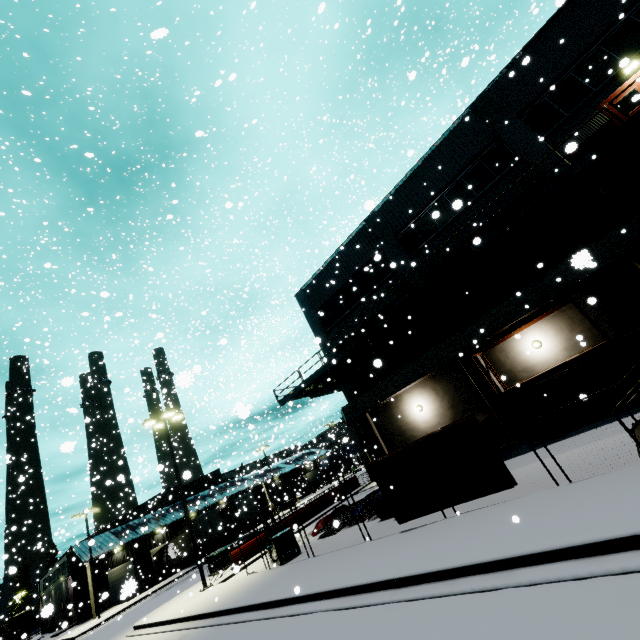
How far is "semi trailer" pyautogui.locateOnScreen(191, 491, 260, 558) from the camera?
34.69m

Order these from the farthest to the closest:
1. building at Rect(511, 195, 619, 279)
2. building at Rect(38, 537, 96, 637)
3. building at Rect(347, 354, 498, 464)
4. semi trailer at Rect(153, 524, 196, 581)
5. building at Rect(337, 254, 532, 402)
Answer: semi trailer at Rect(153, 524, 196, 581), building at Rect(38, 537, 96, 637), building at Rect(347, 354, 498, 464), building at Rect(337, 254, 532, 402), building at Rect(511, 195, 619, 279)

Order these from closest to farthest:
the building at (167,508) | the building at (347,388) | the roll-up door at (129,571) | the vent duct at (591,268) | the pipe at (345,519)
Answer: the roll-up door at (129,571) → the vent duct at (591,268) → the pipe at (345,519) → the building at (347,388) → the building at (167,508)

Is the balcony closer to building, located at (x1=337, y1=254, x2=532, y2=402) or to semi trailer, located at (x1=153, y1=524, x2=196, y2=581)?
building, located at (x1=337, y1=254, x2=532, y2=402)

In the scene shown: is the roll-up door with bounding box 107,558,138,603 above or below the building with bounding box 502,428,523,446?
above

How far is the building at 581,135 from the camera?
13.3 meters

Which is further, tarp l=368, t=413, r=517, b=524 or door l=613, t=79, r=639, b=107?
door l=613, t=79, r=639, b=107

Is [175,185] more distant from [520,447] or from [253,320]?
[253,320]
